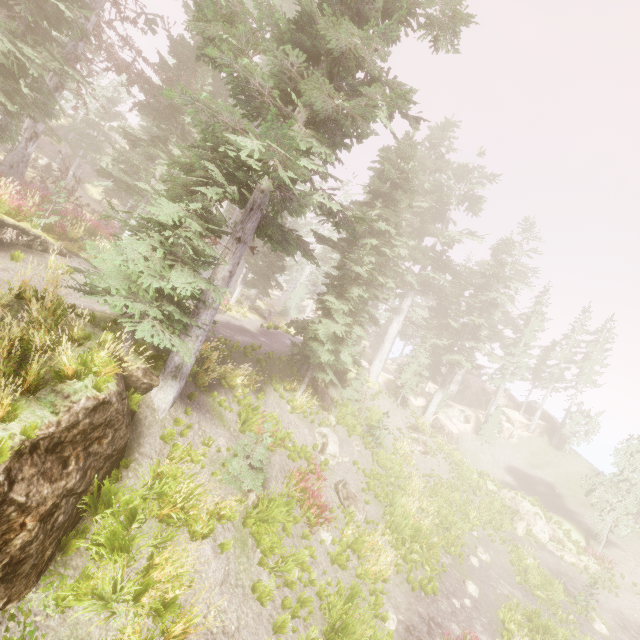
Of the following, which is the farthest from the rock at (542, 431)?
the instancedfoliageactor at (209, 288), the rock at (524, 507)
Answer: the rock at (524, 507)

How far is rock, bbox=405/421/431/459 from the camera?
26.9 meters

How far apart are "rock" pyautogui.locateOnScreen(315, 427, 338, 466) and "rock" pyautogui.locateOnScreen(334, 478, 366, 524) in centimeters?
84cm

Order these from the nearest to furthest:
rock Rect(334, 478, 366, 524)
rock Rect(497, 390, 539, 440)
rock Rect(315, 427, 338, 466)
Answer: rock Rect(334, 478, 366, 524) → rock Rect(315, 427, 338, 466) → rock Rect(497, 390, 539, 440)

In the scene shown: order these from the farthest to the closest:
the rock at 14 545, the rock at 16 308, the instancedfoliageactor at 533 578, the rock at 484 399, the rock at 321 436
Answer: the rock at 484 399 < the rock at 321 436 < the instancedfoliageactor at 533 578 < the rock at 16 308 < the rock at 14 545

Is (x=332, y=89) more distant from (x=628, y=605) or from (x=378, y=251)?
(x=628, y=605)

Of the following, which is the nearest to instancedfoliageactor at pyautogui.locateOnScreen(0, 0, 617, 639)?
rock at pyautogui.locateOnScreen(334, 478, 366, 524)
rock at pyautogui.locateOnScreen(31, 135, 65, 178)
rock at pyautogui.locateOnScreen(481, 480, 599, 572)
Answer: rock at pyautogui.locateOnScreen(31, 135, 65, 178)

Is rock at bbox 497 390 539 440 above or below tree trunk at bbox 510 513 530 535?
above
